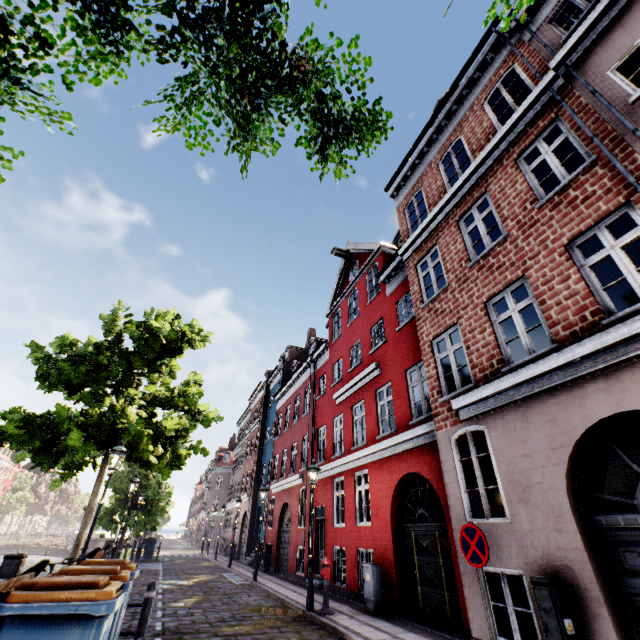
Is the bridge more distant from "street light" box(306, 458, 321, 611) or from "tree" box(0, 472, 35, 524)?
"street light" box(306, 458, 321, 611)

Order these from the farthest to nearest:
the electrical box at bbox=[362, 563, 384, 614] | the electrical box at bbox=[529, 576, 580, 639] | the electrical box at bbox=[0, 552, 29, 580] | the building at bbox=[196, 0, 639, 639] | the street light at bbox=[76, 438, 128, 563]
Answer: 1. the electrical box at bbox=[362, 563, 384, 614]
2. the street light at bbox=[76, 438, 128, 563]
3. the electrical box at bbox=[0, 552, 29, 580]
4. the building at bbox=[196, 0, 639, 639]
5. the electrical box at bbox=[529, 576, 580, 639]

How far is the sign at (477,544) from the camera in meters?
4.6

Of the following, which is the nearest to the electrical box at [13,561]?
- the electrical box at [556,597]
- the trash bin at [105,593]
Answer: the trash bin at [105,593]

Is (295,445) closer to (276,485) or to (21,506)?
(276,485)

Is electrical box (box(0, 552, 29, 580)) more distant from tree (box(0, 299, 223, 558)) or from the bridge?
the bridge

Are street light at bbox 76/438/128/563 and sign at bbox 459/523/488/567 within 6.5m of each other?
no

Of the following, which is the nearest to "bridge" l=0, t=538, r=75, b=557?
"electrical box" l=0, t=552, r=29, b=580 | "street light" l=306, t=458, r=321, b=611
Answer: "electrical box" l=0, t=552, r=29, b=580
